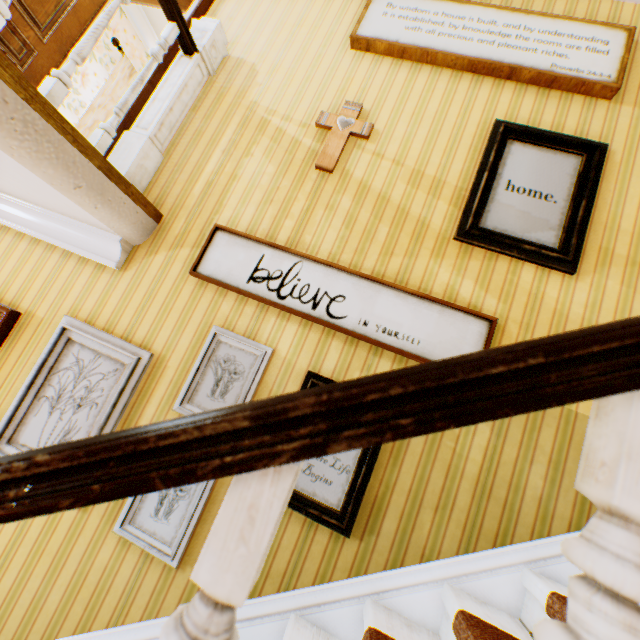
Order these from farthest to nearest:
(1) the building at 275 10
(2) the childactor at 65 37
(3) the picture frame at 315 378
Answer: (2) the childactor at 65 37
(3) the picture frame at 315 378
(1) the building at 275 10

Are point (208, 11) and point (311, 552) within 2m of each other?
no

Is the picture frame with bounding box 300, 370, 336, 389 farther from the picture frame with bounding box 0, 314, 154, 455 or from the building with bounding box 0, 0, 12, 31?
the picture frame with bounding box 0, 314, 154, 455

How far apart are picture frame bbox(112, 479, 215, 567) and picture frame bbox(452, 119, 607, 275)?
2.1 meters

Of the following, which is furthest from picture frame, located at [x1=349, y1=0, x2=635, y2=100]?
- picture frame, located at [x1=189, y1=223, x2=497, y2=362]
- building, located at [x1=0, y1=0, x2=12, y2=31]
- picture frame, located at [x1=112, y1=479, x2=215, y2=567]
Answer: picture frame, located at [x1=112, y1=479, x2=215, y2=567]

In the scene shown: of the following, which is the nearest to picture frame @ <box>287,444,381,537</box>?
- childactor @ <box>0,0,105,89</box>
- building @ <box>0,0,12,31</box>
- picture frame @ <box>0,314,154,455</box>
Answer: building @ <box>0,0,12,31</box>

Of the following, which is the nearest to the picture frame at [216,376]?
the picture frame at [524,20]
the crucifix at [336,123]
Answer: the crucifix at [336,123]

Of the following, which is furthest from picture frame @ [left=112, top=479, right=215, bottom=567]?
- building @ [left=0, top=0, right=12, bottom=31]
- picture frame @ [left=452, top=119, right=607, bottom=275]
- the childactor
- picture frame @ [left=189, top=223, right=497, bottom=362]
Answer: the childactor
